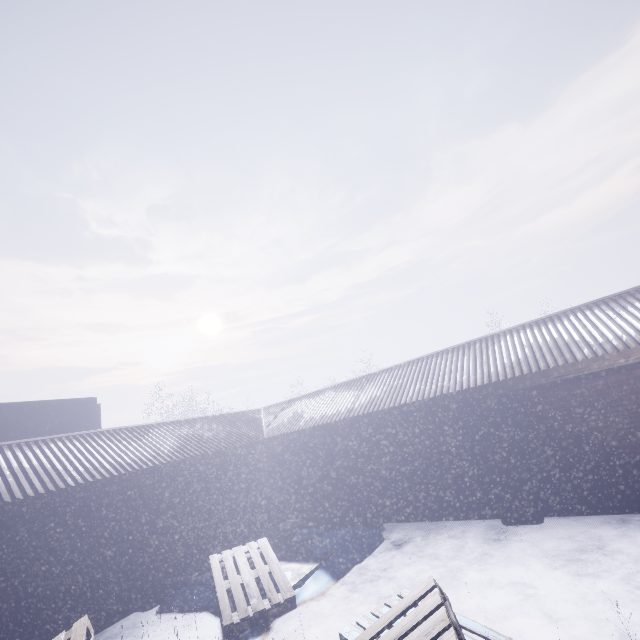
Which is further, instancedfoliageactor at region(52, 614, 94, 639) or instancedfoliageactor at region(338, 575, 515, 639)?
instancedfoliageactor at region(52, 614, 94, 639)

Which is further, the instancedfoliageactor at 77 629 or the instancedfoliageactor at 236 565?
the instancedfoliageactor at 236 565

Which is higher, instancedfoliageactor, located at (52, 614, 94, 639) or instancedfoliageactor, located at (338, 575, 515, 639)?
instancedfoliageactor, located at (52, 614, 94, 639)

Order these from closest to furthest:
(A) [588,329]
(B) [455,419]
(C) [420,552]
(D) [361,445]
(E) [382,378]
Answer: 1. (C) [420,552]
2. (A) [588,329]
3. (B) [455,419]
4. (D) [361,445]
5. (E) [382,378]

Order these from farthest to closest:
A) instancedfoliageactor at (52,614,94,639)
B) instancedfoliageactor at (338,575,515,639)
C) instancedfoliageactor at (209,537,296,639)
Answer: instancedfoliageactor at (209,537,296,639), instancedfoliageactor at (52,614,94,639), instancedfoliageactor at (338,575,515,639)
